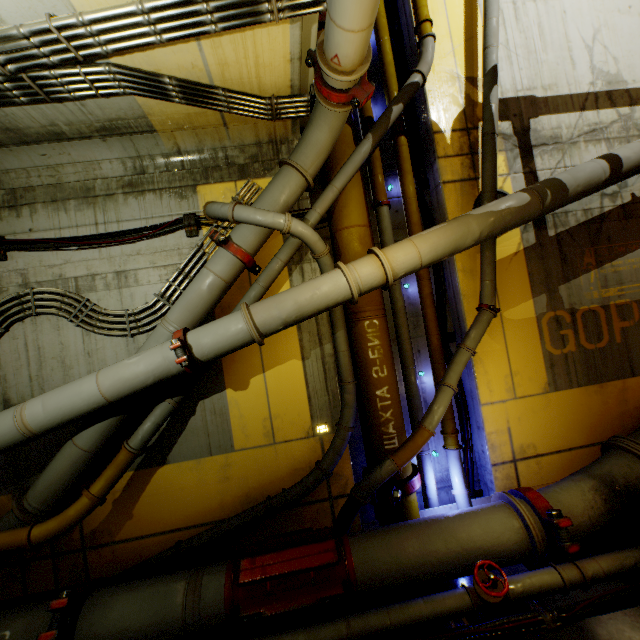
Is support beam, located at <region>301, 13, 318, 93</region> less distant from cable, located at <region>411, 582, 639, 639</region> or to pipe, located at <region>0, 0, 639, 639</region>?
pipe, located at <region>0, 0, 639, 639</region>

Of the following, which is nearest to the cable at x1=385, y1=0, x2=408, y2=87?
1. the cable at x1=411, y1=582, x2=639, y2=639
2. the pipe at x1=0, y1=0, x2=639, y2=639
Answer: the pipe at x1=0, y1=0, x2=639, y2=639

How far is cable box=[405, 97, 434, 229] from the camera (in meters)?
6.11

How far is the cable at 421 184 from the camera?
6.1 meters

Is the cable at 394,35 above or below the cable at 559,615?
above

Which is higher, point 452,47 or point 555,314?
point 452,47

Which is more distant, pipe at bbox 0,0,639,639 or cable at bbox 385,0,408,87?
cable at bbox 385,0,408,87
